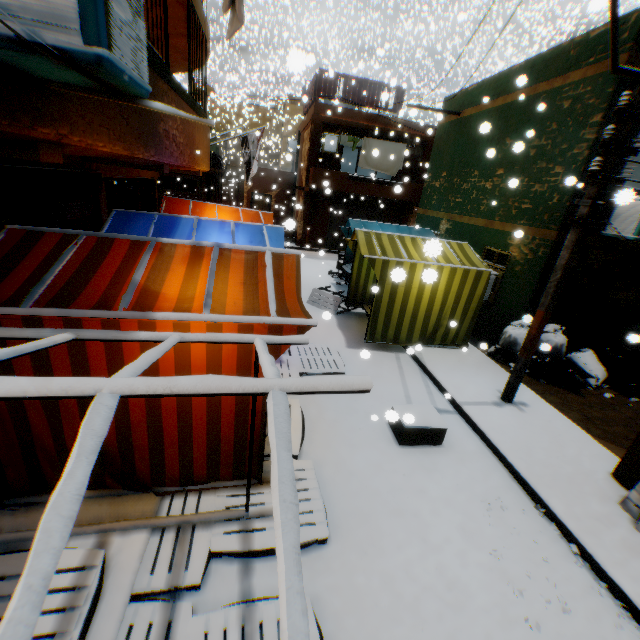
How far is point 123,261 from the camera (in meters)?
3.38

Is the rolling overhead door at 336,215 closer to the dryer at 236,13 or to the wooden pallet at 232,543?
the dryer at 236,13

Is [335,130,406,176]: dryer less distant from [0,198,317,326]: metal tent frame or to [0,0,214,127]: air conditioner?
[0,198,317,326]: metal tent frame

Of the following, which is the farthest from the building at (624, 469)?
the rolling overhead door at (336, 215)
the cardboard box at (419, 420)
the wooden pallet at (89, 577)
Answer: the cardboard box at (419, 420)

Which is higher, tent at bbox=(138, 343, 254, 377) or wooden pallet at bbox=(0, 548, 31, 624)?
tent at bbox=(138, 343, 254, 377)

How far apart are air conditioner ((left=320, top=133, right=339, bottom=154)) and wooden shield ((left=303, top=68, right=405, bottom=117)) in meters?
0.6 m

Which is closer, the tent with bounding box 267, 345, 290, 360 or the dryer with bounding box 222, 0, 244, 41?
the tent with bounding box 267, 345, 290, 360

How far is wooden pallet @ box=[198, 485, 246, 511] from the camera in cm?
351
